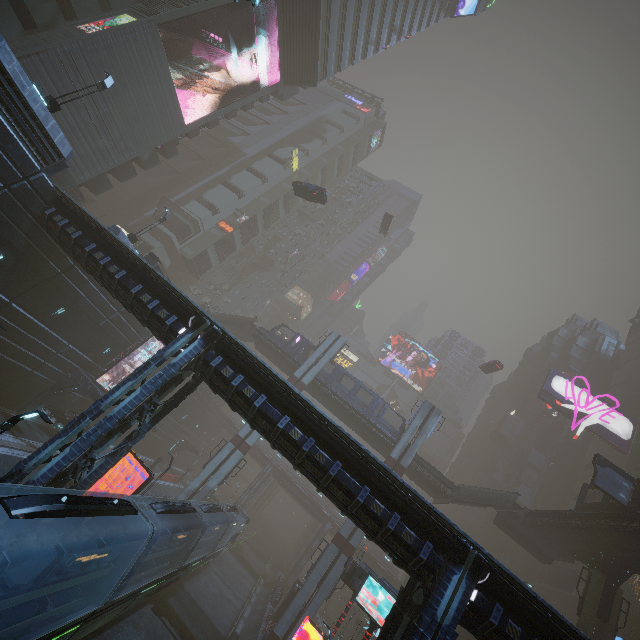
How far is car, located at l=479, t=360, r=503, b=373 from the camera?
49.4 meters

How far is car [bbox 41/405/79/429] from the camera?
25.5 meters

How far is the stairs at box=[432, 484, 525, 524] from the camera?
33.8 meters

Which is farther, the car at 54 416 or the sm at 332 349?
the sm at 332 349

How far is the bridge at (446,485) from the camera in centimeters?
3453cm

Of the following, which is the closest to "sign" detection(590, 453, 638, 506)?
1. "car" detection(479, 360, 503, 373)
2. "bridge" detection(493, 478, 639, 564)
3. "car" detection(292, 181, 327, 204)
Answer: "bridge" detection(493, 478, 639, 564)

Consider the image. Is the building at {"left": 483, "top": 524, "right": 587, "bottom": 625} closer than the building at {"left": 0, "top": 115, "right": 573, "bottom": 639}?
No

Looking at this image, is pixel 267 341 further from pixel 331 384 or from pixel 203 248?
pixel 203 248
